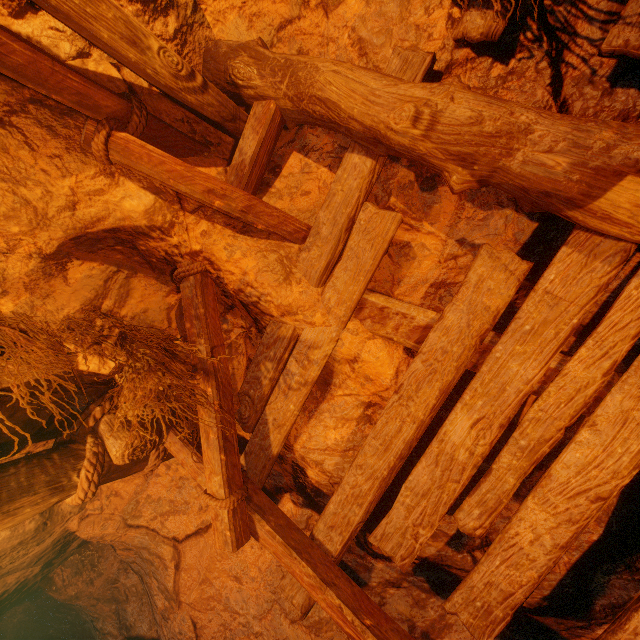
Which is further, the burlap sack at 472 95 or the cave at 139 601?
the cave at 139 601

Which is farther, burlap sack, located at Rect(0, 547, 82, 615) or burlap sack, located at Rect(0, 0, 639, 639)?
burlap sack, located at Rect(0, 547, 82, 615)

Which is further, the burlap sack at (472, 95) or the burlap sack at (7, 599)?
the burlap sack at (7, 599)

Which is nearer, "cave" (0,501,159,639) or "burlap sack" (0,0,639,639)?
"burlap sack" (0,0,639,639)

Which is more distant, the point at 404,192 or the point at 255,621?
the point at 255,621
